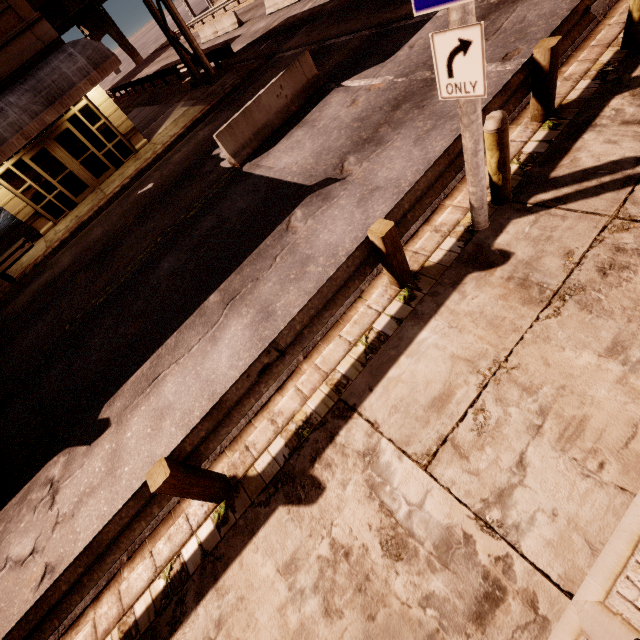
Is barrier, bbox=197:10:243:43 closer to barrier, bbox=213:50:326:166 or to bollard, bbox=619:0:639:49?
barrier, bbox=213:50:326:166

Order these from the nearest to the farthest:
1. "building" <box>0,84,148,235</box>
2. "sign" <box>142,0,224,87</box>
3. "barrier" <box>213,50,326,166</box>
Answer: "barrier" <box>213,50,326,166</box>
"building" <box>0,84,148,235</box>
"sign" <box>142,0,224,87</box>

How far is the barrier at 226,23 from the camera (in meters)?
26.38

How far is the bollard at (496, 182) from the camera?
3.5 meters

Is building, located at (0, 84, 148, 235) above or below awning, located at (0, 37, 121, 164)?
below

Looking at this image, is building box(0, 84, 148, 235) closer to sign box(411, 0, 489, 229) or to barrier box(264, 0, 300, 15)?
barrier box(264, 0, 300, 15)

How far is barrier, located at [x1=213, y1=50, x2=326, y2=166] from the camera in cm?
937

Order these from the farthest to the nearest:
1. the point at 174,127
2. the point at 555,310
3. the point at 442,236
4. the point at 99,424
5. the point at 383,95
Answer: the point at 174,127
the point at 383,95
the point at 99,424
the point at 442,236
the point at 555,310
